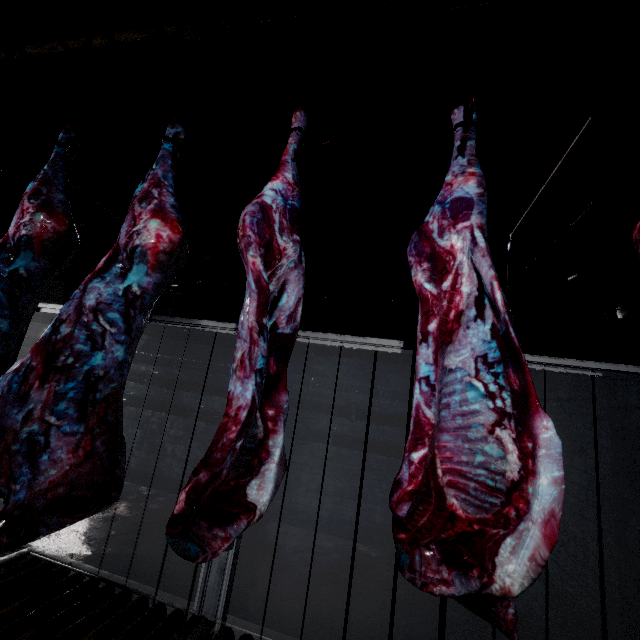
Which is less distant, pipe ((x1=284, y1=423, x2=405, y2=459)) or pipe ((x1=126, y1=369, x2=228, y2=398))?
pipe ((x1=284, y1=423, x2=405, y2=459))

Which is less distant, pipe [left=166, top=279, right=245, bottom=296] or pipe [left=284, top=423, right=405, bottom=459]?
pipe [left=284, top=423, right=405, bottom=459]

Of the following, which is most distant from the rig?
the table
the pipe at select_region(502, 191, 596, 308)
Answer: the table

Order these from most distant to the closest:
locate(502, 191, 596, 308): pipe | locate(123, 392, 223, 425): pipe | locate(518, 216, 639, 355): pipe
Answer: locate(123, 392, 223, 425): pipe, locate(502, 191, 596, 308): pipe, locate(518, 216, 639, 355): pipe

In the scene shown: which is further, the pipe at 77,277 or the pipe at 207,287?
the pipe at 77,277

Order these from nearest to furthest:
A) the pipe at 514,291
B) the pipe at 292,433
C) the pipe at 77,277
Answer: the pipe at 514,291 → the pipe at 292,433 → the pipe at 77,277

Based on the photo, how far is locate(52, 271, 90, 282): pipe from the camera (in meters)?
5.92

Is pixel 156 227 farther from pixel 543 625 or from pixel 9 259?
pixel 543 625
